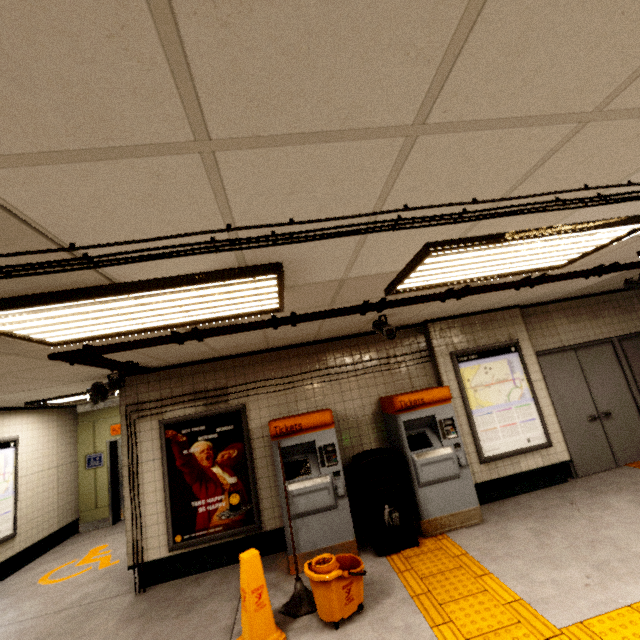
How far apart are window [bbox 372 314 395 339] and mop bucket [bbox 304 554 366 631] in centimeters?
244cm

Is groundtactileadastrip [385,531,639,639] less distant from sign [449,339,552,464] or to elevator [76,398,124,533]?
sign [449,339,552,464]

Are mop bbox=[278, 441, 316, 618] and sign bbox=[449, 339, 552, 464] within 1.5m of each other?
no

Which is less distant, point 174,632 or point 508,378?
point 174,632

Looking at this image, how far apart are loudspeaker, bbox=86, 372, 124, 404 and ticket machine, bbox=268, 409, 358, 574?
2.3m

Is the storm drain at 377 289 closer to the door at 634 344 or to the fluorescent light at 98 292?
the fluorescent light at 98 292

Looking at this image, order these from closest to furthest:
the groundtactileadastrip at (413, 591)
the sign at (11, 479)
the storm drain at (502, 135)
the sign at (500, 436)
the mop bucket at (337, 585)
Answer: the storm drain at (502, 135) → the groundtactileadastrip at (413, 591) → the mop bucket at (337, 585) → the sign at (500, 436) → the sign at (11, 479)

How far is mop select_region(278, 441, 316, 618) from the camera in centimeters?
327cm
